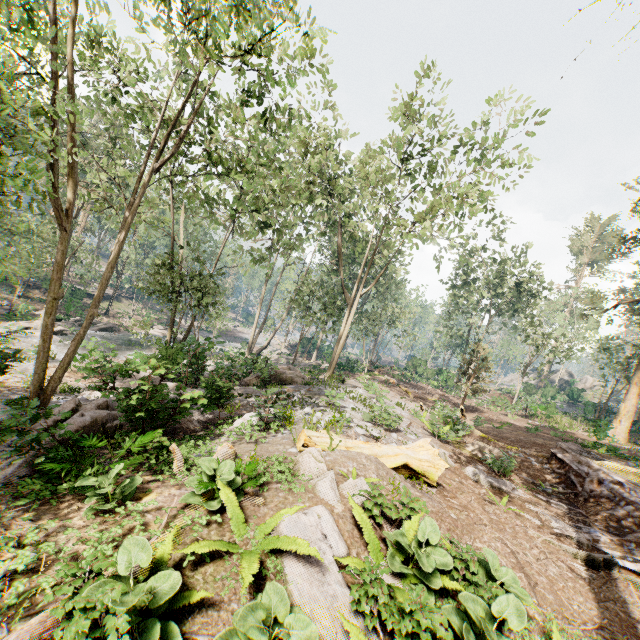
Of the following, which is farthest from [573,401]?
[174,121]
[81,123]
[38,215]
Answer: [38,215]

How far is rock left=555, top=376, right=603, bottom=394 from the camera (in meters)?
47.75

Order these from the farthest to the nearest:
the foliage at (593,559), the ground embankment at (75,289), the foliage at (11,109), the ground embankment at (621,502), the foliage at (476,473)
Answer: the ground embankment at (75,289) → the foliage at (476,473) → the ground embankment at (621,502) → the foliage at (11,109) → the foliage at (593,559)

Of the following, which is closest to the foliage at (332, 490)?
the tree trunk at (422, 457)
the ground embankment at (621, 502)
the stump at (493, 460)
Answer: the ground embankment at (621, 502)

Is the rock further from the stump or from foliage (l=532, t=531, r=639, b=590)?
the stump

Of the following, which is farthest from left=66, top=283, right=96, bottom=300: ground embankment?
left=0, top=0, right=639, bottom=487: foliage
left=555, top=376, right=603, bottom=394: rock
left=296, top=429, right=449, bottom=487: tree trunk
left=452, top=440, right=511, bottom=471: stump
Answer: left=555, top=376, right=603, bottom=394: rock

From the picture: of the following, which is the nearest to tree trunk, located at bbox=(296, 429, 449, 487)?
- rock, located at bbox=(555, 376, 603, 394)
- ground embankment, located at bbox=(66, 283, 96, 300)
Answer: ground embankment, located at bbox=(66, 283, 96, 300)

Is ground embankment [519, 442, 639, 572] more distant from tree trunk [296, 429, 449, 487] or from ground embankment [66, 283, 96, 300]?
ground embankment [66, 283, 96, 300]
